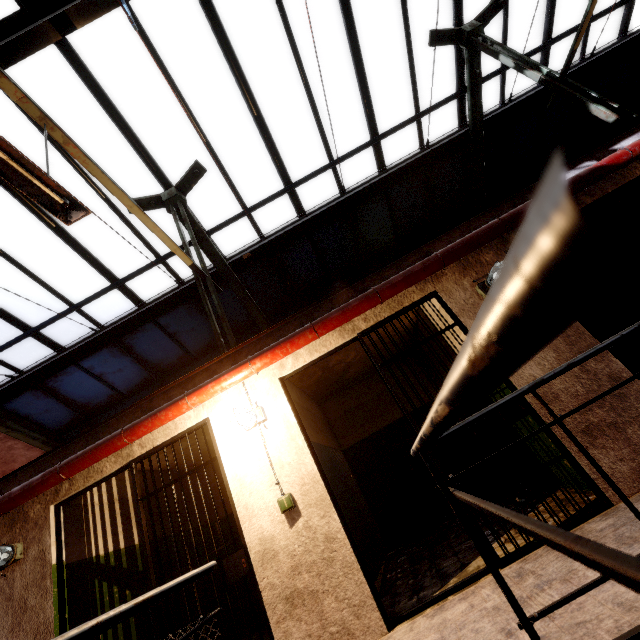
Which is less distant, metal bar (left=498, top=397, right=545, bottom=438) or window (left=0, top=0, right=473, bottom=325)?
metal bar (left=498, top=397, right=545, bottom=438)

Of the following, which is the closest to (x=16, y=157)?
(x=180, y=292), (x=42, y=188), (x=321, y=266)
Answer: (x=42, y=188)

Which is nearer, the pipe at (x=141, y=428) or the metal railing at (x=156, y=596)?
the metal railing at (x=156, y=596)

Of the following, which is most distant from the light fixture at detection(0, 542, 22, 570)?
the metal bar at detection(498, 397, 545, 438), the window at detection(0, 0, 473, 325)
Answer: the window at detection(0, 0, 473, 325)

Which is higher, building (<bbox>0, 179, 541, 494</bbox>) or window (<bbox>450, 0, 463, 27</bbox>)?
window (<bbox>450, 0, 463, 27</bbox>)

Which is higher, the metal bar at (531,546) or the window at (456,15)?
the window at (456,15)

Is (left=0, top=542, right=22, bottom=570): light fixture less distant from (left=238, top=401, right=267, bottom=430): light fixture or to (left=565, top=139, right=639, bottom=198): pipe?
(left=565, top=139, right=639, bottom=198): pipe

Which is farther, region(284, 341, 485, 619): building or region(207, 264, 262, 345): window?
region(207, 264, 262, 345): window
